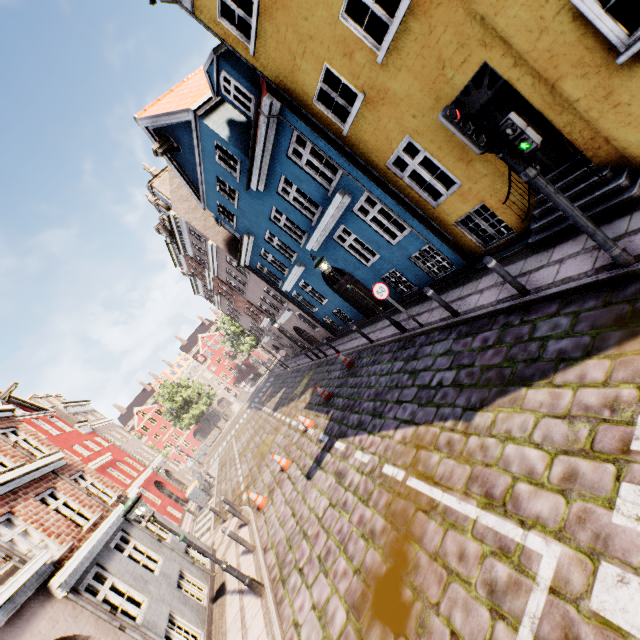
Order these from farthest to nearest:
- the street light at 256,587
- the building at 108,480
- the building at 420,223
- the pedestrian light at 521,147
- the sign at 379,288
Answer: the sign at 379,288 → the street light at 256,587 → the building at 108,480 → the building at 420,223 → the pedestrian light at 521,147

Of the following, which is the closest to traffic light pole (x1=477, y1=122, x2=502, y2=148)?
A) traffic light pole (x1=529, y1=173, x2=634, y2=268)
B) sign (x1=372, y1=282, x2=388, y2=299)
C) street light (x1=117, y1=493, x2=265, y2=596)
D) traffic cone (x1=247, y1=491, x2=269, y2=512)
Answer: traffic light pole (x1=529, y1=173, x2=634, y2=268)

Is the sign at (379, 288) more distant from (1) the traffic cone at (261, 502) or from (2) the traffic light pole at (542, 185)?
(1) the traffic cone at (261, 502)

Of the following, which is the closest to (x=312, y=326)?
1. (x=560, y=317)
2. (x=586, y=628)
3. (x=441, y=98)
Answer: (x=441, y=98)

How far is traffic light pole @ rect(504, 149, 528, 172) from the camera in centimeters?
441cm

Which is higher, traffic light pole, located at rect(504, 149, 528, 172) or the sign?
traffic light pole, located at rect(504, 149, 528, 172)

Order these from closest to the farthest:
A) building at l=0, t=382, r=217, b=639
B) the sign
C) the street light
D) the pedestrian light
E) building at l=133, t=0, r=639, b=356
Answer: the pedestrian light → building at l=133, t=0, r=639, b=356 → building at l=0, t=382, r=217, b=639 → the street light → the sign

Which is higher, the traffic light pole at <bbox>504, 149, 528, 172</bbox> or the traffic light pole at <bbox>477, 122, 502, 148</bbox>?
the traffic light pole at <bbox>477, 122, 502, 148</bbox>
